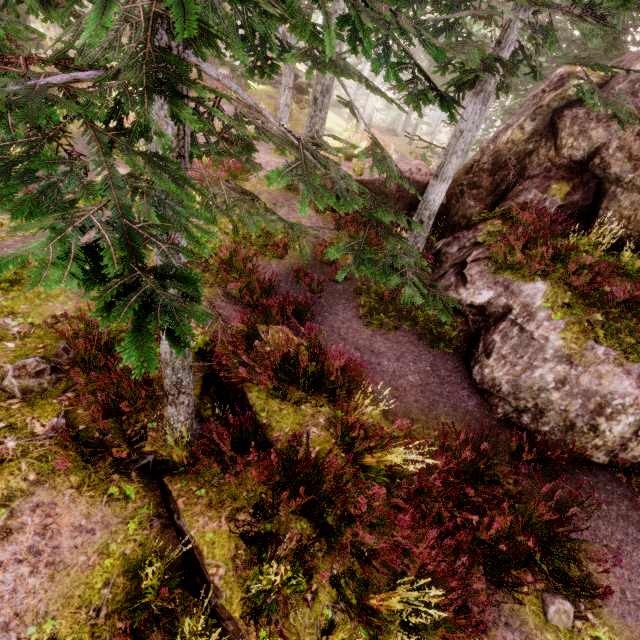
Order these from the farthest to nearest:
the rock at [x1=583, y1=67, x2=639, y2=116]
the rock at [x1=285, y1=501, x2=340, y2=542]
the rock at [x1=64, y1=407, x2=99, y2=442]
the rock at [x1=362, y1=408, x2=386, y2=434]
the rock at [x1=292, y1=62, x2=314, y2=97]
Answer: the rock at [x1=292, y1=62, x2=314, y2=97] → the rock at [x1=583, y1=67, x2=639, y2=116] → the rock at [x1=362, y1=408, x2=386, y2=434] → the rock at [x1=64, y1=407, x2=99, y2=442] → the rock at [x1=285, y1=501, x2=340, y2=542]

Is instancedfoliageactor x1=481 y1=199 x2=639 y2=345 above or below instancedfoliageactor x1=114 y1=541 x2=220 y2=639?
above

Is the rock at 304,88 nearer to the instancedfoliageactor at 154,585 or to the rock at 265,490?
the instancedfoliageactor at 154,585

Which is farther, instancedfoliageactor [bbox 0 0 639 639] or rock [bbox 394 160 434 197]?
rock [bbox 394 160 434 197]

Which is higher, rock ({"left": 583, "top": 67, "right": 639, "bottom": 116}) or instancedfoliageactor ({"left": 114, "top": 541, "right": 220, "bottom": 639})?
rock ({"left": 583, "top": 67, "right": 639, "bottom": 116})

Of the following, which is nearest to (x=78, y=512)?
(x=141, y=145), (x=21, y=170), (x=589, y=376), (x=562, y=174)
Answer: (x=589, y=376)

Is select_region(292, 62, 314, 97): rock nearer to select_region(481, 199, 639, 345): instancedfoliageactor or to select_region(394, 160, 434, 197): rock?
select_region(481, 199, 639, 345): instancedfoliageactor

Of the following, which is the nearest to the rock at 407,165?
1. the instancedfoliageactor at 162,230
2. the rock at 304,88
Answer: the instancedfoliageactor at 162,230
